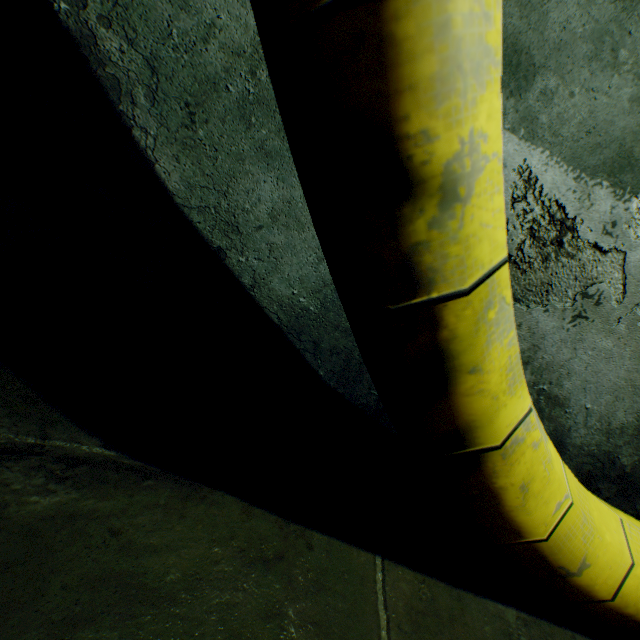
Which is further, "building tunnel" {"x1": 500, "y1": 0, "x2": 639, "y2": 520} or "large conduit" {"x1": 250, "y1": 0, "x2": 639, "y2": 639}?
"building tunnel" {"x1": 500, "y1": 0, "x2": 639, "y2": 520}

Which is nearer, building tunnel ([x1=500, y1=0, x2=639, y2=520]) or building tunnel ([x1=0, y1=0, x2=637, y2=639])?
building tunnel ([x1=0, y1=0, x2=637, y2=639])

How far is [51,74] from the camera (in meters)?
0.95

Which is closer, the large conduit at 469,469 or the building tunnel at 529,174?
the large conduit at 469,469

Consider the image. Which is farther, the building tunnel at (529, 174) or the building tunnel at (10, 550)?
the building tunnel at (529, 174)
